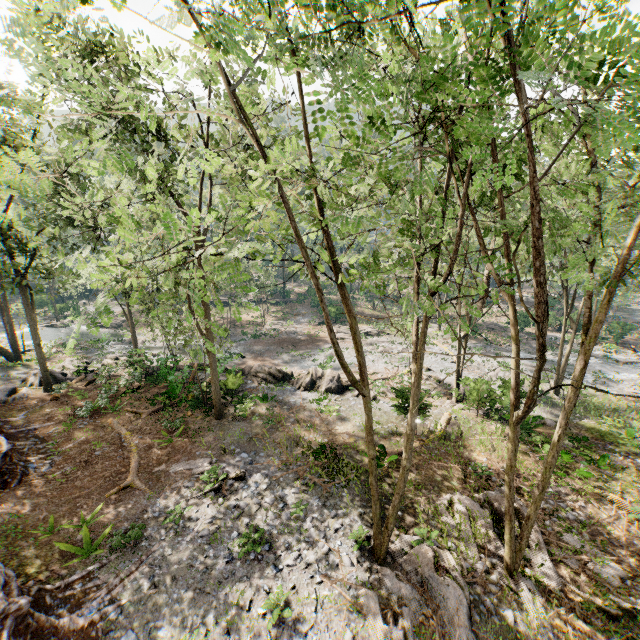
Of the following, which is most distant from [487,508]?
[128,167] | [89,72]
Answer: [128,167]

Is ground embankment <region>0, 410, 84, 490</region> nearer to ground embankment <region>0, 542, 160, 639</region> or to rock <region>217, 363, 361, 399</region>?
ground embankment <region>0, 542, 160, 639</region>

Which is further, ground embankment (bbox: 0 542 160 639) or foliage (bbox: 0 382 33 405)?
foliage (bbox: 0 382 33 405)

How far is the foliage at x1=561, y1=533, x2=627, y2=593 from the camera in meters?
10.7

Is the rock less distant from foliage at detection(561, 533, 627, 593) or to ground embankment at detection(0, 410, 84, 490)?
foliage at detection(561, 533, 627, 593)

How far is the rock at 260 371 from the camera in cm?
Answer: 2338

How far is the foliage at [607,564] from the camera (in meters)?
10.72

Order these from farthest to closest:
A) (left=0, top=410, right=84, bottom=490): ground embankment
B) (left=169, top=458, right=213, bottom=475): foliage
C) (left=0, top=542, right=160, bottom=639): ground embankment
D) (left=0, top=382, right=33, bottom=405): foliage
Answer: (left=0, top=382, right=33, bottom=405): foliage → (left=169, top=458, right=213, bottom=475): foliage → (left=0, top=410, right=84, bottom=490): ground embankment → (left=0, top=542, right=160, bottom=639): ground embankment
